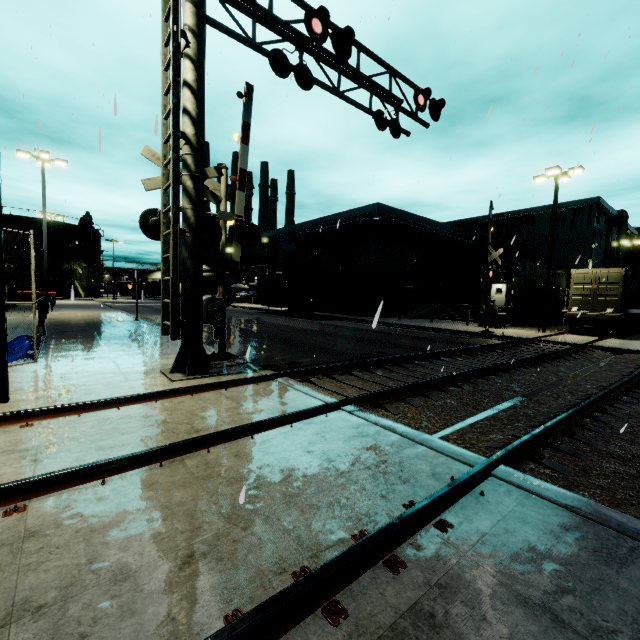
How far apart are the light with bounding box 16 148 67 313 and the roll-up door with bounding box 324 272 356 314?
22.5m

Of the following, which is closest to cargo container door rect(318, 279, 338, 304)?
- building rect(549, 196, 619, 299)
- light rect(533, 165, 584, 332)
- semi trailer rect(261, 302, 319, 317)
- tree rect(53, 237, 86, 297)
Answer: semi trailer rect(261, 302, 319, 317)

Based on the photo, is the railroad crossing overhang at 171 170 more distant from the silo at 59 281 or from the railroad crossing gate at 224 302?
the silo at 59 281

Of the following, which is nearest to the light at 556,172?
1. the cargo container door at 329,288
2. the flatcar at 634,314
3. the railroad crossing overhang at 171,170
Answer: the flatcar at 634,314

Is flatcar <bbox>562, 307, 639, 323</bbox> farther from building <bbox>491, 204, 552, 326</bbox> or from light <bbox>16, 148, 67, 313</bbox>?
light <bbox>16, 148, 67, 313</bbox>

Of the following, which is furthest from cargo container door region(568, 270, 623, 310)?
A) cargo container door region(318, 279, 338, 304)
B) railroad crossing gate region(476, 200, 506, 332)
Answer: cargo container door region(318, 279, 338, 304)

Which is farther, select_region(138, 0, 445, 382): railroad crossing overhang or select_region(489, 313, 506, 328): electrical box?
select_region(489, 313, 506, 328): electrical box

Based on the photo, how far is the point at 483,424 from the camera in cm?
536
